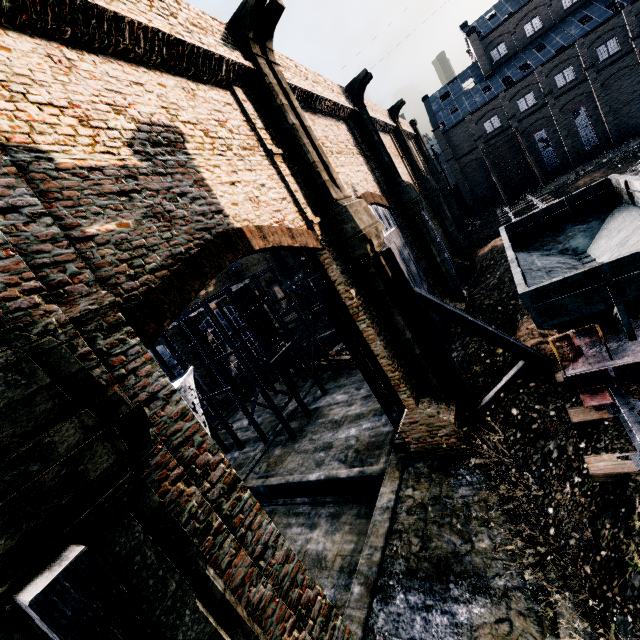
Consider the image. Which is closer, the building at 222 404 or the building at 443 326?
the building at 443 326

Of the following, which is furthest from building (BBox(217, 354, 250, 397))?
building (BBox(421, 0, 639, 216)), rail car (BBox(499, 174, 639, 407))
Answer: building (BBox(421, 0, 639, 216))

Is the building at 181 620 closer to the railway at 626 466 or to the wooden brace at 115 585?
the wooden brace at 115 585

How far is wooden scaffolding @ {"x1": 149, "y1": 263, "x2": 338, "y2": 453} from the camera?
22.5 meters

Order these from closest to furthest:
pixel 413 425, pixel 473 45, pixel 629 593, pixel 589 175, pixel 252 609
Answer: pixel 252 609, pixel 629 593, pixel 413 425, pixel 589 175, pixel 473 45

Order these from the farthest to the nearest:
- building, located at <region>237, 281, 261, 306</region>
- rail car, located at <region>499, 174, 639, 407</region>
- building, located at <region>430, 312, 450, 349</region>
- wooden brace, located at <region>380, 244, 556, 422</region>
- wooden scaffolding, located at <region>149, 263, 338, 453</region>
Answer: building, located at <region>237, 281, 261, 306</region> → wooden scaffolding, located at <region>149, 263, 338, 453</region> → building, located at <region>430, 312, 450, 349</region> → wooden brace, located at <region>380, 244, 556, 422</region> → rail car, located at <region>499, 174, 639, 407</region>

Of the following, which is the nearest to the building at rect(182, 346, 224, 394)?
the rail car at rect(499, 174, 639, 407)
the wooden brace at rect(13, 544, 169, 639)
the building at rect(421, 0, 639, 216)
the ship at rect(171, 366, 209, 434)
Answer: the wooden brace at rect(13, 544, 169, 639)

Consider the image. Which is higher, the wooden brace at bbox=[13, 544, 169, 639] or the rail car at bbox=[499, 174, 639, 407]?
the wooden brace at bbox=[13, 544, 169, 639]
